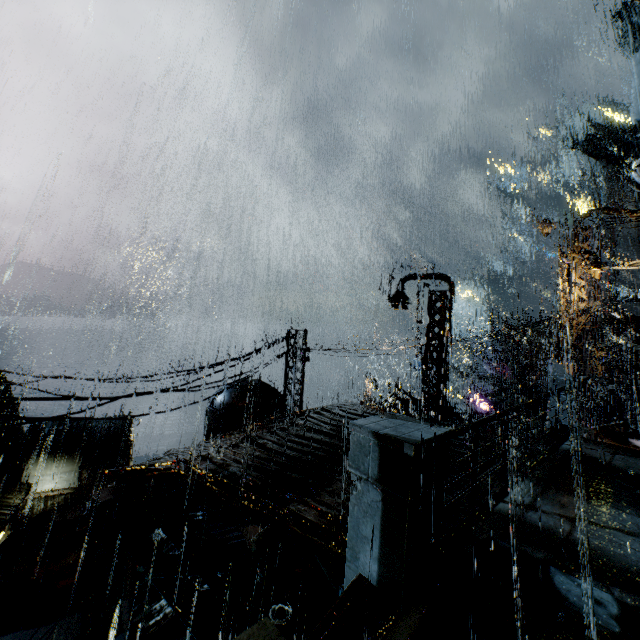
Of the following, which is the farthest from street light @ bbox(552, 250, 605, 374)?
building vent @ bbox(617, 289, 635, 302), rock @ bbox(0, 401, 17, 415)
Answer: building vent @ bbox(617, 289, 635, 302)

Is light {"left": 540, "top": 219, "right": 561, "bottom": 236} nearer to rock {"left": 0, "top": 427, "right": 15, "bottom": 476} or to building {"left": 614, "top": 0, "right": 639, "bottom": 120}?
building {"left": 614, "top": 0, "right": 639, "bottom": 120}

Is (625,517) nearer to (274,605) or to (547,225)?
(274,605)

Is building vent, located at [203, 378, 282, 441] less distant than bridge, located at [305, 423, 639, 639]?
No

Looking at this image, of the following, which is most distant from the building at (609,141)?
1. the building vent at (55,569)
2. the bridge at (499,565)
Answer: the building vent at (55,569)

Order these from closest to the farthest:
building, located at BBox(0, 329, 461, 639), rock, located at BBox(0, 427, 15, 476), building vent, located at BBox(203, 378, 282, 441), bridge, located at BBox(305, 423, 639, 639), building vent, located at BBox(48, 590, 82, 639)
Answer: bridge, located at BBox(305, 423, 639, 639) < building, located at BBox(0, 329, 461, 639) < building vent, located at BBox(203, 378, 282, 441) < building vent, located at BBox(48, 590, 82, 639) < rock, located at BBox(0, 427, 15, 476)

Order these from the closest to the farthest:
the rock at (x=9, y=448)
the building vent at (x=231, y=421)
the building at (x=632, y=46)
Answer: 1. the building vent at (x=231, y=421)
2. the rock at (x=9, y=448)
3. the building at (x=632, y=46)

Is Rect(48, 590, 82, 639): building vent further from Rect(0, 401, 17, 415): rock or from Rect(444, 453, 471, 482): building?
Rect(0, 401, 17, 415): rock
